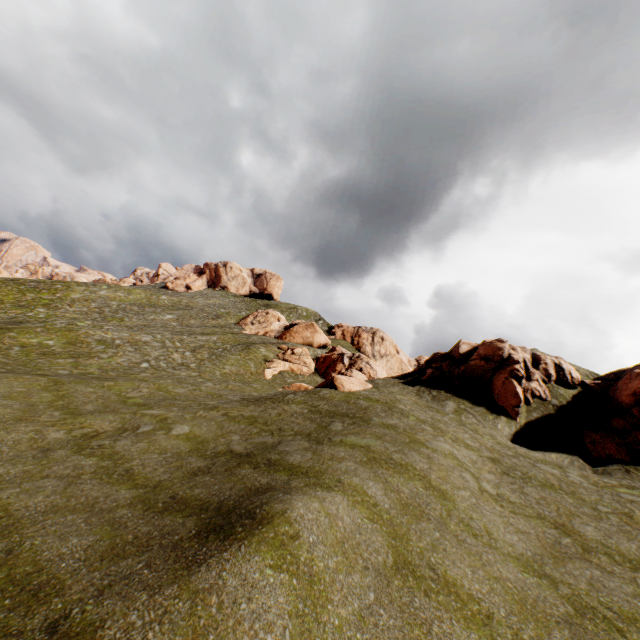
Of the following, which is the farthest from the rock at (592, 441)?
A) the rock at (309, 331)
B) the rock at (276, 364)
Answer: the rock at (309, 331)

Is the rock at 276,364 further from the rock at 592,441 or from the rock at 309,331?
the rock at 309,331

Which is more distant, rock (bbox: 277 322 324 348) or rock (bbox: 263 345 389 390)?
rock (bbox: 277 322 324 348)

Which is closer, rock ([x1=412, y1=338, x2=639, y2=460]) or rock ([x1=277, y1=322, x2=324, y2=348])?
rock ([x1=412, y1=338, x2=639, y2=460])

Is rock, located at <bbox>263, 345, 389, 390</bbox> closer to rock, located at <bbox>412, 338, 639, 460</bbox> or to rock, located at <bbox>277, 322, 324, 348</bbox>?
rock, located at <bbox>412, 338, 639, 460</bbox>

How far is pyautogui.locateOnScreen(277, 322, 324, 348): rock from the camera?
57.41m

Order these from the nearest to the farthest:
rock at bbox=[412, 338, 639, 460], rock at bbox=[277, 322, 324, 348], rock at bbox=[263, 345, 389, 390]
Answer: rock at bbox=[412, 338, 639, 460]
rock at bbox=[263, 345, 389, 390]
rock at bbox=[277, 322, 324, 348]

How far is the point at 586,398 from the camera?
22.8 meters
